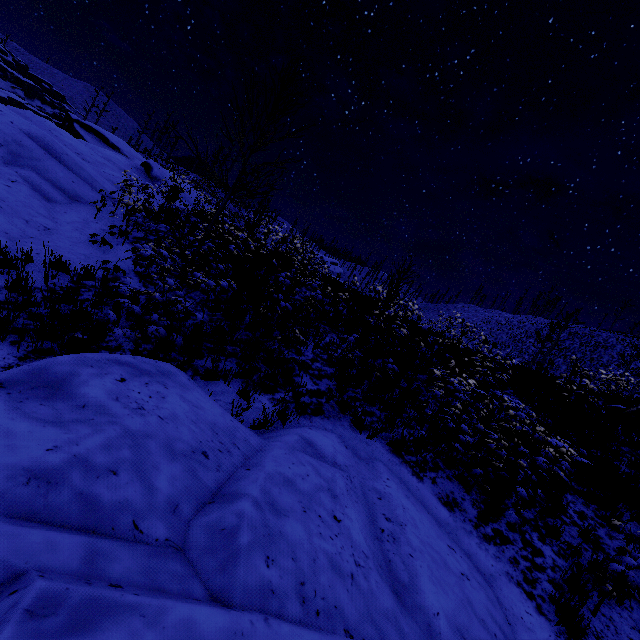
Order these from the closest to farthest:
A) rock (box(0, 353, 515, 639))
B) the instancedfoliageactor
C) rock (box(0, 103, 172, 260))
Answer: rock (box(0, 353, 515, 639)) → the instancedfoliageactor → rock (box(0, 103, 172, 260))

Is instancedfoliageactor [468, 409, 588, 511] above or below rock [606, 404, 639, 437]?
below

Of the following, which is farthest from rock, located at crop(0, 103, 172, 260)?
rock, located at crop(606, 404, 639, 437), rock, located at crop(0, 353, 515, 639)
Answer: rock, located at crop(606, 404, 639, 437)

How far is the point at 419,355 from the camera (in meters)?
10.54

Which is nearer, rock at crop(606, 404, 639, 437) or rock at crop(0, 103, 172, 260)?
rock at crop(0, 103, 172, 260)

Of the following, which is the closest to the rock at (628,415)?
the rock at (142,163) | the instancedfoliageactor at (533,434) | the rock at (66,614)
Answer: the rock at (66,614)

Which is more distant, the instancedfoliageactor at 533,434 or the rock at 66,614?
Answer: the instancedfoliageactor at 533,434

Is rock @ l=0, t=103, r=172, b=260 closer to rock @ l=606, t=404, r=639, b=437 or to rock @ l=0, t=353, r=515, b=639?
rock @ l=0, t=353, r=515, b=639
